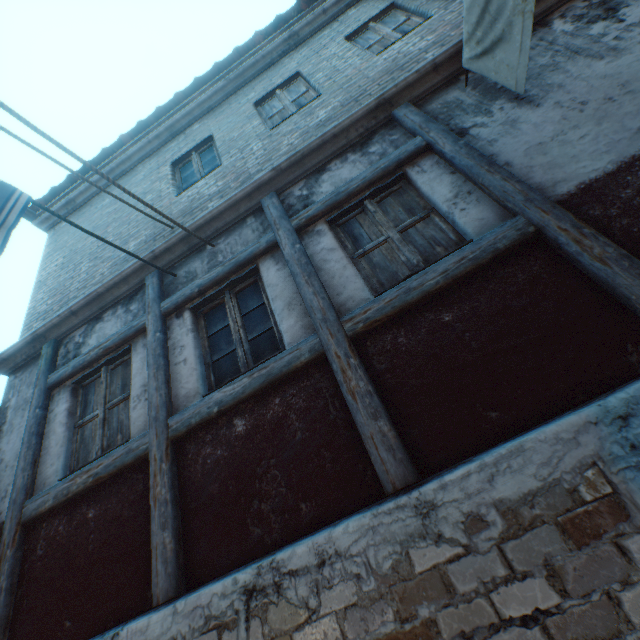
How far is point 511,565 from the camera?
1.69m

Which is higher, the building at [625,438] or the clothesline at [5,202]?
the clothesline at [5,202]

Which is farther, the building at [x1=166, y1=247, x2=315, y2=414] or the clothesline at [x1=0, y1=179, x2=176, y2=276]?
the building at [x1=166, y1=247, x2=315, y2=414]

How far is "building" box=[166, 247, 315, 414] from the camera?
3.3m

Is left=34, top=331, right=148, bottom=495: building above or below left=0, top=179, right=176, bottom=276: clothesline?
below

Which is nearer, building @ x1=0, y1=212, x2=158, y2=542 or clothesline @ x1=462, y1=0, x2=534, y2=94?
clothesline @ x1=462, y1=0, x2=534, y2=94

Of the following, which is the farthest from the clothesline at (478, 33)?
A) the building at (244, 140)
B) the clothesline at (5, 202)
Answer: the clothesline at (5, 202)

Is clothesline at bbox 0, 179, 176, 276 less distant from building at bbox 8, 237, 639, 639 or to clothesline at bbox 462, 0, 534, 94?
building at bbox 8, 237, 639, 639
